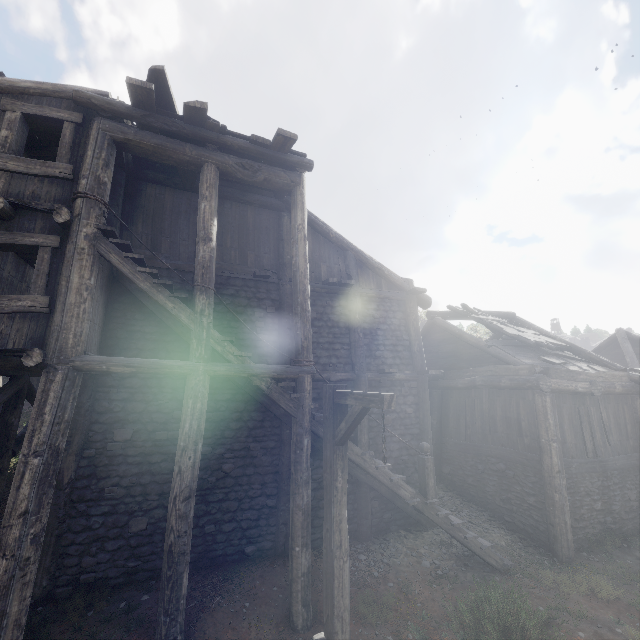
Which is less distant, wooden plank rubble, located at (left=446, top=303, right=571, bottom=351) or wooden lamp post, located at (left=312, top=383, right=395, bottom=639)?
wooden lamp post, located at (left=312, top=383, right=395, bottom=639)

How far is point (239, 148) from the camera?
7.8m

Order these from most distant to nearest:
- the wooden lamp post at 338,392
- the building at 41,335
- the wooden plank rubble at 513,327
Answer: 1. the wooden plank rubble at 513,327
2. the building at 41,335
3. the wooden lamp post at 338,392

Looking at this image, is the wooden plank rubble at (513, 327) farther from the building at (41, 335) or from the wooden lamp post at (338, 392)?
the wooden lamp post at (338, 392)

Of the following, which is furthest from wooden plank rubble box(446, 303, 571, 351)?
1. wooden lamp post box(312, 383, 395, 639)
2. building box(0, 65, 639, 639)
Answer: wooden lamp post box(312, 383, 395, 639)

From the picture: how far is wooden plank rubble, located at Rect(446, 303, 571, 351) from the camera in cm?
1220
